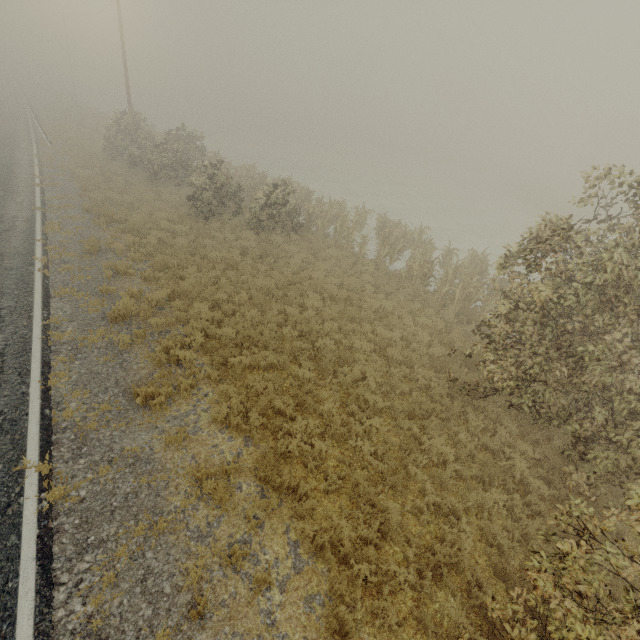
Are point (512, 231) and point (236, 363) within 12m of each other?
no
